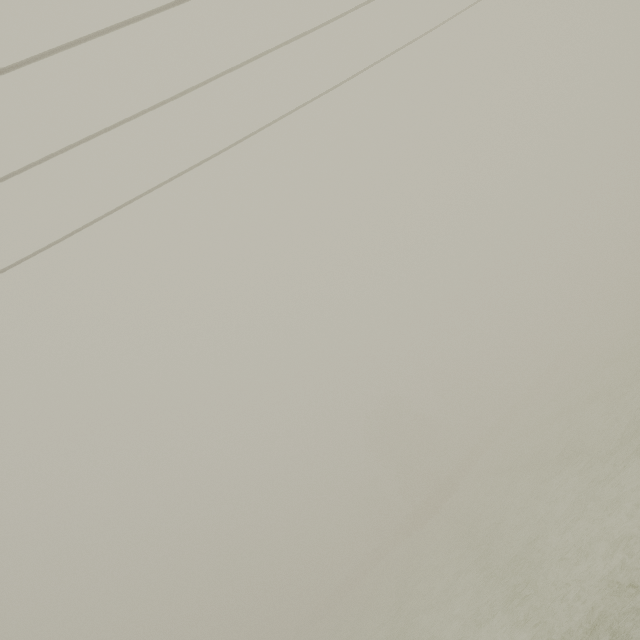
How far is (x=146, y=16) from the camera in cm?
569
